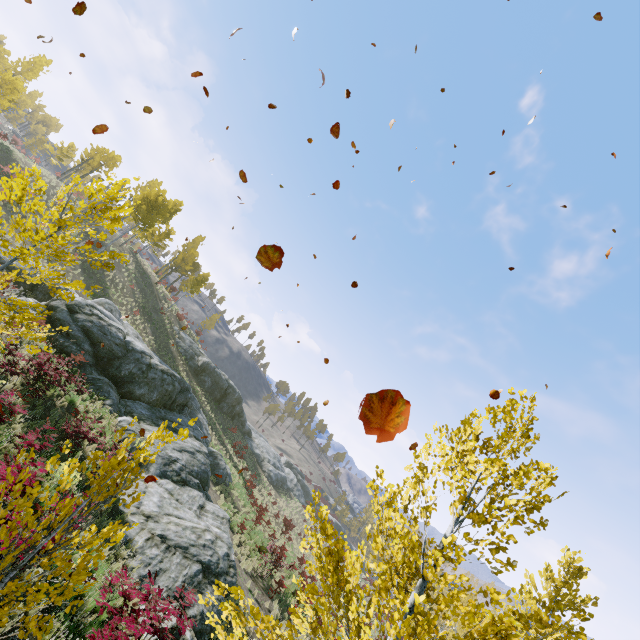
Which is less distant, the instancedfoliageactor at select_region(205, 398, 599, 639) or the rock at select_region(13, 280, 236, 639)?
the instancedfoliageactor at select_region(205, 398, 599, 639)

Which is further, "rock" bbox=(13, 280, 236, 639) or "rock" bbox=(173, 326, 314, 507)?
"rock" bbox=(173, 326, 314, 507)

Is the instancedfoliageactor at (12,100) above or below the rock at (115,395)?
above

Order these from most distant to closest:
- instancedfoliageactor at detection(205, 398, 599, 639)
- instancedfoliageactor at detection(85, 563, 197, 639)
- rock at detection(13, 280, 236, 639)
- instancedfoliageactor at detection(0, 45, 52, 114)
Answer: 1. instancedfoliageactor at detection(0, 45, 52, 114)
2. rock at detection(13, 280, 236, 639)
3. instancedfoliageactor at detection(85, 563, 197, 639)
4. instancedfoliageactor at detection(205, 398, 599, 639)

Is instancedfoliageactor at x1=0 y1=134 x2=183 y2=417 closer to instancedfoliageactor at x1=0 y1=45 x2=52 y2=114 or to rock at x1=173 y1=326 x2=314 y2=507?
rock at x1=173 y1=326 x2=314 y2=507

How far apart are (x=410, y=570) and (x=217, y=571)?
10.3m

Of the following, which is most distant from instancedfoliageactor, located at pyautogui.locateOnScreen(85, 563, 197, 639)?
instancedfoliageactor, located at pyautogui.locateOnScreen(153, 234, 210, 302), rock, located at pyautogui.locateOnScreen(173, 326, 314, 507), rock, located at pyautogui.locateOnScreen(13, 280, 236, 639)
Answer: instancedfoliageactor, located at pyautogui.locateOnScreen(153, 234, 210, 302)

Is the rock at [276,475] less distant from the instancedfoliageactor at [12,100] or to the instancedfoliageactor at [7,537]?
the instancedfoliageactor at [12,100]
